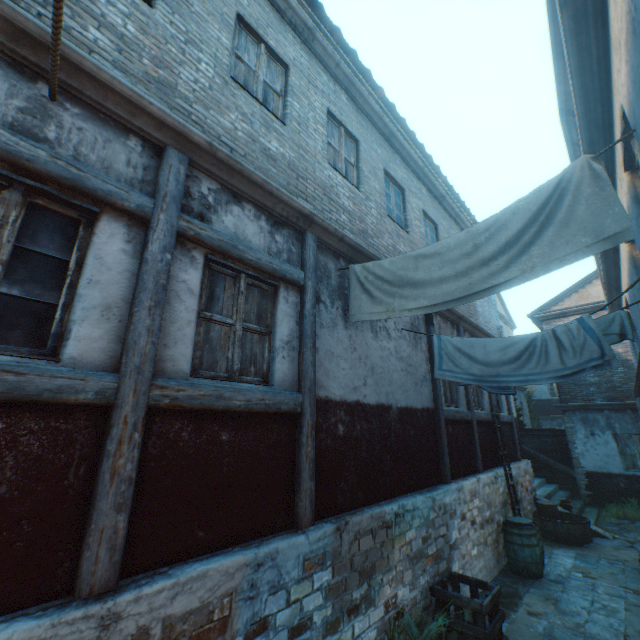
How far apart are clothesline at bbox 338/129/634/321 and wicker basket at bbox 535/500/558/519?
9.54m

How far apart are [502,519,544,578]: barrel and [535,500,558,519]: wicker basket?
2.89m

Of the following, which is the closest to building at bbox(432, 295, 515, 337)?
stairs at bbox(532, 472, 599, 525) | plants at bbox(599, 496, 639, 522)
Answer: stairs at bbox(532, 472, 599, 525)

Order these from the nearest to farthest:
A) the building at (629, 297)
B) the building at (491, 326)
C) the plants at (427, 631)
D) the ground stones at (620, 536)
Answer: the plants at (427, 631) → the building at (629, 297) → the building at (491, 326) → the ground stones at (620, 536)

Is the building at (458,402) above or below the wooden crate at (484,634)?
above

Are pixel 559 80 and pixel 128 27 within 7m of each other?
yes

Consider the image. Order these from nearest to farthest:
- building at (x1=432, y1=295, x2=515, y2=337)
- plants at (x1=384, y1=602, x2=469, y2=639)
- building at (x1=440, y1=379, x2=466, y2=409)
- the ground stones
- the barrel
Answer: plants at (x1=384, y1=602, x2=469, y2=639)
the barrel
building at (x1=440, y1=379, x2=466, y2=409)
building at (x1=432, y1=295, x2=515, y2=337)
the ground stones

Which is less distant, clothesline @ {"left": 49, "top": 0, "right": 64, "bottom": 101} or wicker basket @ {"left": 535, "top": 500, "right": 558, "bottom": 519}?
clothesline @ {"left": 49, "top": 0, "right": 64, "bottom": 101}
